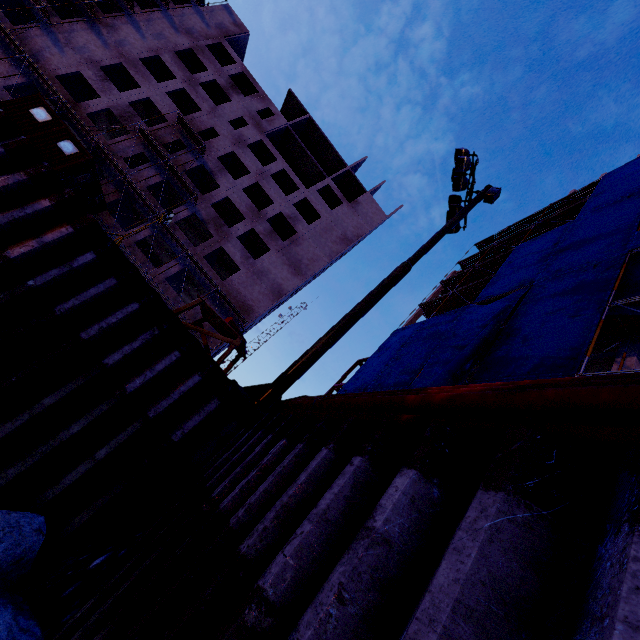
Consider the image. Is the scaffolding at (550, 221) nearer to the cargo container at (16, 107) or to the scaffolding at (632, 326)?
the scaffolding at (632, 326)

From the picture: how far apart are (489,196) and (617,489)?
12.1 meters

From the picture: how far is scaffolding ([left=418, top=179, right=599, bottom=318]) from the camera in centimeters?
2473cm

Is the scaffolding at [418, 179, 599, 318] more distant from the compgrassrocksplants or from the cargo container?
the cargo container

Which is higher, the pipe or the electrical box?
the electrical box

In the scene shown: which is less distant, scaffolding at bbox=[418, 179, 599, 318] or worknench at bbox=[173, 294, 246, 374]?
worknench at bbox=[173, 294, 246, 374]

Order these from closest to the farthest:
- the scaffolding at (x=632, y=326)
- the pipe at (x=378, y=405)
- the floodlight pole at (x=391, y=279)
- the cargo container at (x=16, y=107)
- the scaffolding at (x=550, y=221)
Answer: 1. the pipe at (x=378, y=405)
2. the floodlight pole at (x=391, y=279)
3. the scaffolding at (x=632, y=326)
4. the cargo container at (x=16, y=107)
5. the scaffolding at (x=550, y=221)

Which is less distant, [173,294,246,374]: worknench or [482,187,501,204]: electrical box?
[173,294,246,374]: worknench
